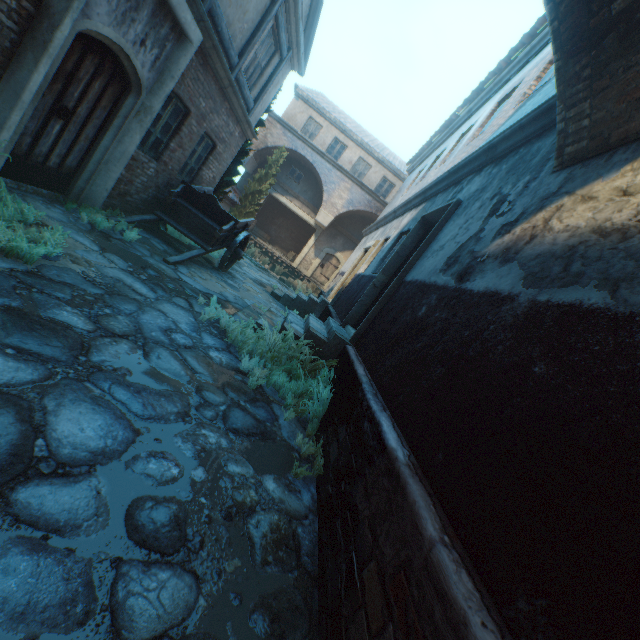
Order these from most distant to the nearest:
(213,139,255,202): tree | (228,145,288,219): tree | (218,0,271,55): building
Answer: (228,145,288,219): tree
(213,139,255,202): tree
(218,0,271,55): building

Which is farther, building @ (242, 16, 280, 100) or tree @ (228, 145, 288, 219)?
tree @ (228, 145, 288, 219)

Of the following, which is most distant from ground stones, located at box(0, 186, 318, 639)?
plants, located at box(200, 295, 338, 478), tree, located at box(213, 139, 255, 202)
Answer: tree, located at box(213, 139, 255, 202)

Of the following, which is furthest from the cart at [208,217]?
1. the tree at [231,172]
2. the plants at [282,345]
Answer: the plants at [282,345]

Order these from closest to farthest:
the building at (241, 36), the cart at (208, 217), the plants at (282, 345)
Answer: the plants at (282, 345)
the building at (241, 36)
the cart at (208, 217)

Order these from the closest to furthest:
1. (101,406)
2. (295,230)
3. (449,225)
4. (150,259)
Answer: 1. (101,406)
2. (449,225)
3. (150,259)
4. (295,230)

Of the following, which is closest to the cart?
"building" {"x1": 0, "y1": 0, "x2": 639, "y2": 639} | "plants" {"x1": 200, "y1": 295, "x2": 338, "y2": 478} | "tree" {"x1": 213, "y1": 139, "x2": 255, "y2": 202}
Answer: "building" {"x1": 0, "y1": 0, "x2": 639, "y2": 639}
